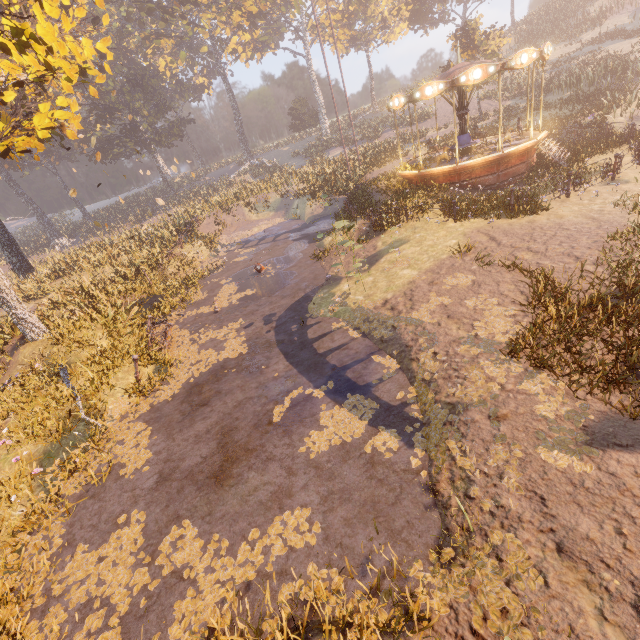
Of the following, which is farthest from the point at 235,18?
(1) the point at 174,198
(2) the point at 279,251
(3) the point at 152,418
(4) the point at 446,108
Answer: (3) the point at 152,418

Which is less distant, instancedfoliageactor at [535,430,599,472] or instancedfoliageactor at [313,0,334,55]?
instancedfoliageactor at [535,430,599,472]

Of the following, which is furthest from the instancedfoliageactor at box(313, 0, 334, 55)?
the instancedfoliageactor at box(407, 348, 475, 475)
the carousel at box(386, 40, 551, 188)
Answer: the instancedfoliageactor at box(407, 348, 475, 475)

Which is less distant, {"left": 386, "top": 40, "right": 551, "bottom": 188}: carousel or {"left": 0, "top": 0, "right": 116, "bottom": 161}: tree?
{"left": 0, "top": 0, "right": 116, "bottom": 161}: tree

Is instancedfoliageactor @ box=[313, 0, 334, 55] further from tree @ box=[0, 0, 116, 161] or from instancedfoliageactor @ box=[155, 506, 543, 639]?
instancedfoliageactor @ box=[155, 506, 543, 639]

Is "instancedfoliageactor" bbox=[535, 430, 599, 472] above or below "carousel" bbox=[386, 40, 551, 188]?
below

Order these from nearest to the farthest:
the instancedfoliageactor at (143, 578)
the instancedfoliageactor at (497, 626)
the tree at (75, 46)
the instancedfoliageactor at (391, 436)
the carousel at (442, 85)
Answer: the instancedfoliageactor at (497, 626) < the instancedfoliageactor at (143, 578) < the instancedfoliageactor at (391, 436) < the tree at (75, 46) < the carousel at (442, 85)

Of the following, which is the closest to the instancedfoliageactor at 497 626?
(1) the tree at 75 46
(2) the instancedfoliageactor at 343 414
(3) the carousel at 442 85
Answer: (2) the instancedfoliageactor at 343 414
